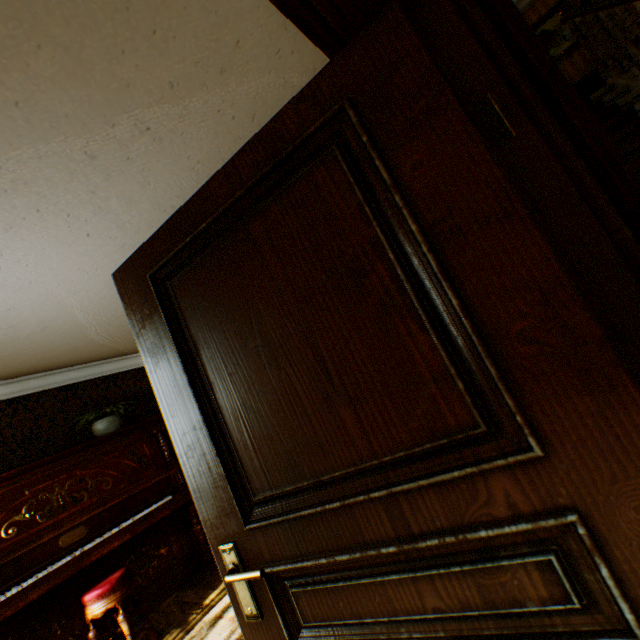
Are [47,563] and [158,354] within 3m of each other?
no

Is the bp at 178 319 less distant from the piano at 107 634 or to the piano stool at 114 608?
the piano stool at 114 608

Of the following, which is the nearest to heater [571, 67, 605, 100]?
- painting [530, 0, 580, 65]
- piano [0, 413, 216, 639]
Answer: painting [530, 0, 580, 65]

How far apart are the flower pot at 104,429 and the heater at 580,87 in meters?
9.2 m

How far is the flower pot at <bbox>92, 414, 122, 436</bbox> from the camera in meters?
4.2

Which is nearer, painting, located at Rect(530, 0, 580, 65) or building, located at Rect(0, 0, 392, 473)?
building, located at Rect(0, 0, 392, 473)

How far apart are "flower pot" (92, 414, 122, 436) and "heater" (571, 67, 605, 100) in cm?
916

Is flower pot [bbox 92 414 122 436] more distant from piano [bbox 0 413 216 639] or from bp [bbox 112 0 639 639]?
bp [bbox 112 0 639 639]
